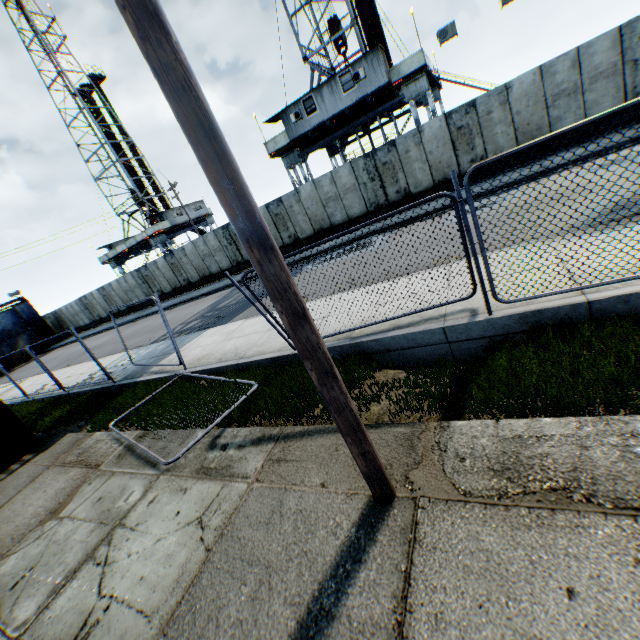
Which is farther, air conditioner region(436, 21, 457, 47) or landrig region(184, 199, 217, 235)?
landrig region(184, 199, 217, 235)

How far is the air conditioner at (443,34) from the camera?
15.5m

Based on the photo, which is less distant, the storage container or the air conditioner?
the storage container

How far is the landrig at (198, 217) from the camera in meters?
40.6 m

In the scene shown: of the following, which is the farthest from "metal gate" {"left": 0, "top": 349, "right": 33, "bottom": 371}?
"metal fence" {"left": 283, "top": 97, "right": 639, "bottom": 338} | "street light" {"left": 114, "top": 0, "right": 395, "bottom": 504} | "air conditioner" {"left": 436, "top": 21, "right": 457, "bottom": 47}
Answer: "air conditioner" {"left": 436, "top": 21, "right": 457, "bottom": 47}

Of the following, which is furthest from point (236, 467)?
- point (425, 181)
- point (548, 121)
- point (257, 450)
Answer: point (548, 121)

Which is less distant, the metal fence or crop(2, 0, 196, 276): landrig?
the metal fence

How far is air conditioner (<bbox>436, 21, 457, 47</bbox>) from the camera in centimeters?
1549cm
